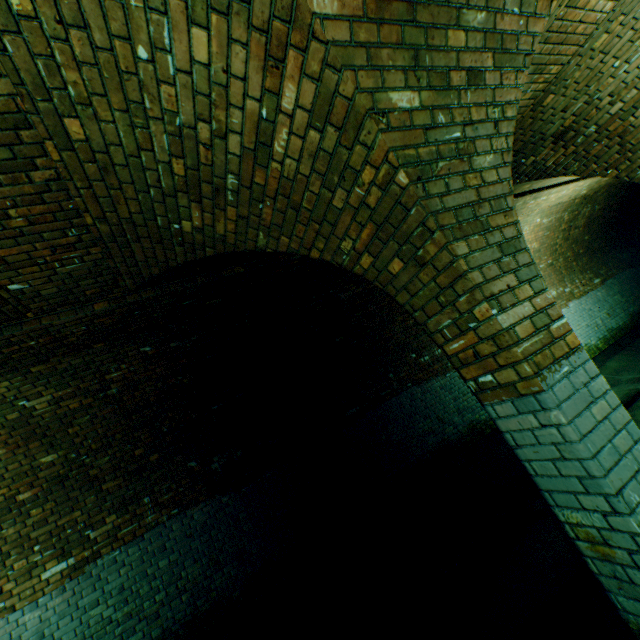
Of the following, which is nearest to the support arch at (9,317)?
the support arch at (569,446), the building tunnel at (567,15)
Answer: the building tunnel at (567,15)

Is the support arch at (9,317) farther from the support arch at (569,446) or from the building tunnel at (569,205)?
the support arch at (569,446)

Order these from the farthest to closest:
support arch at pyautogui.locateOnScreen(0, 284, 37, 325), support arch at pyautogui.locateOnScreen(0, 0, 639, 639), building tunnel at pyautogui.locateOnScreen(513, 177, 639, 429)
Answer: building tunnel at pyautogui.locateOnScreen(513, 177, 639, 429) → support arch at pyautogui.locateOnScreen(0, 284, 37, 325) → support arch at pyautogui.locateOnScreen(0, 0, 639, 639)

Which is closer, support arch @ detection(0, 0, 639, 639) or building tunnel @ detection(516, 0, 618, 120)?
support arch @ detection(0, 0, 639, 639)

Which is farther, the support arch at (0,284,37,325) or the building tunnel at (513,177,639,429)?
the building tunnel at (513,177,639,429)

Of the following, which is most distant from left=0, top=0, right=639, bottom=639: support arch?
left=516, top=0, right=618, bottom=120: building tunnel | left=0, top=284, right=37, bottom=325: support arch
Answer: left=0, top=284, right=37, bottom=325: support arch

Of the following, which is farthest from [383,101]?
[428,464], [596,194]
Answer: [596,194]
